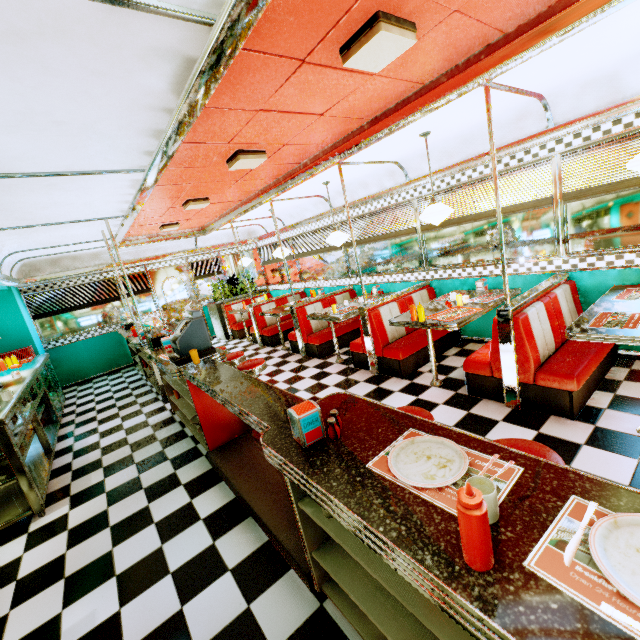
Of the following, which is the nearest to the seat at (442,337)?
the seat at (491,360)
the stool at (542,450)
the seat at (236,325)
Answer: the seat at (491,360)

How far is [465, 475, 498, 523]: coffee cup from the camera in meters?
0.9 m

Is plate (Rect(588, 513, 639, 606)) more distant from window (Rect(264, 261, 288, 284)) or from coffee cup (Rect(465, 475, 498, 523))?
window (Rect(264, 261, 288, 284))

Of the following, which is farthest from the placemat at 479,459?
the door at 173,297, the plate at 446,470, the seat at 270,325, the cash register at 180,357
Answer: the door at 173,297

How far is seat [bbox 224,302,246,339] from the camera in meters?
9.4 m

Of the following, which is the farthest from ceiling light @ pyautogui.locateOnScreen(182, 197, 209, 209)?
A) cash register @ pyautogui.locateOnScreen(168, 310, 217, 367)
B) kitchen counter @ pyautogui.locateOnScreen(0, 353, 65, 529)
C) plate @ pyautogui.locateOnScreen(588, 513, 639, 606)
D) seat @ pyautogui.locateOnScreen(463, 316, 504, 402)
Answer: plate @ pyautogui.locateOnScreen(588, 513, 639, 606)

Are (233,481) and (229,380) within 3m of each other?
yes

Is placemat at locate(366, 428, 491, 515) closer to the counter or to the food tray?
the counter
